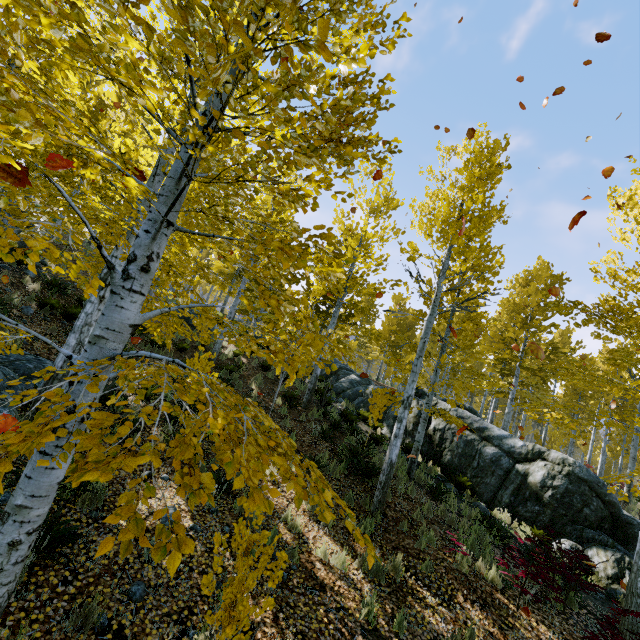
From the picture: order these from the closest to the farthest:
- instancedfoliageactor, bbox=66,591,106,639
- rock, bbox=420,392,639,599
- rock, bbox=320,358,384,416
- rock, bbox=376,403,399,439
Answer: instancedfoliageactor, bbox=66,591,106,639 < rock, bbox=420,392,639,599 < rock, bbox=376,403,399,439 < rock, bbox=320,358,384,416

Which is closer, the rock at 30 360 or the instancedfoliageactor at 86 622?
the instancedfoliageactor at 86 622

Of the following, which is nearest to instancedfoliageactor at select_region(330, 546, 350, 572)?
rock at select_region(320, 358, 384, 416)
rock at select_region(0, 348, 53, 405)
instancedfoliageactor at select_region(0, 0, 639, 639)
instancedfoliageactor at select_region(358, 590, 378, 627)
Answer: instancedfoliageactor at select_region(358, 590, 378, 627)

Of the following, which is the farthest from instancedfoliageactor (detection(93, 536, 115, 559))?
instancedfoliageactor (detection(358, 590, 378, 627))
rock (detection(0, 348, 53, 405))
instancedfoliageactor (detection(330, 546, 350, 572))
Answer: instancedfoliageactor (detection(358, 590, 378, 627))

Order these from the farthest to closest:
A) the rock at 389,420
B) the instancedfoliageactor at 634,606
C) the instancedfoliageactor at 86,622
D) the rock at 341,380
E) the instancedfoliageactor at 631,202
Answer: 1. the rock at 341,380
2. the rock at 389,420
3. the instancedfoliageactor at 631,202
4. the instancedfoliageactor at 634,606
5. the instancedfoliageactor at 86,622

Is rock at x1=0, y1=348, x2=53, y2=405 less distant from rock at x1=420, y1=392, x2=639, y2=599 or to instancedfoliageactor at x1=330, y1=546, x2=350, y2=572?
instancedfoliageactor at x1=330, y1=546, x2=350, y2=572

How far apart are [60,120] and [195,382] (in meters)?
1.69

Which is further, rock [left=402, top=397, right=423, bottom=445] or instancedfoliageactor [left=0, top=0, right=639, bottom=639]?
rock [left=402, top=397, right=423, bottom=445]
